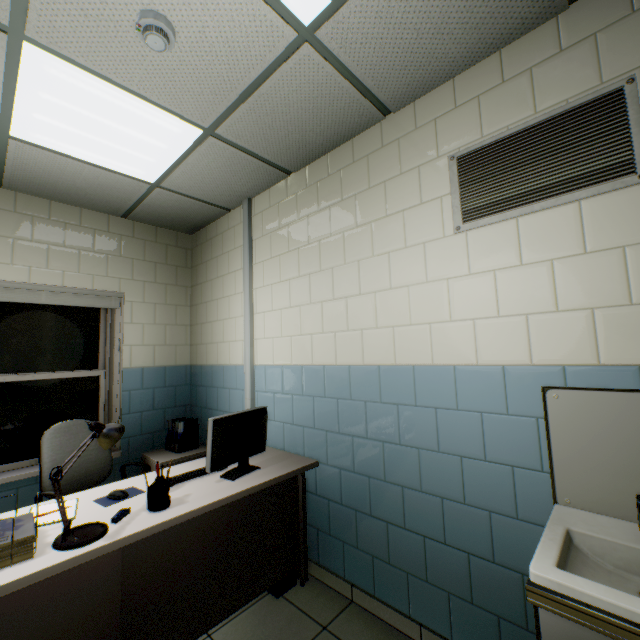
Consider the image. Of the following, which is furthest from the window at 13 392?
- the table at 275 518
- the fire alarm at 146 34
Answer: the fire alarm at 146 34

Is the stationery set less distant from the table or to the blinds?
the table

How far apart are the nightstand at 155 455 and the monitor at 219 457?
1.3m

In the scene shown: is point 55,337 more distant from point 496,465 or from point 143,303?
point 496,465

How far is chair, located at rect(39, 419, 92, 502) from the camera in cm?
236

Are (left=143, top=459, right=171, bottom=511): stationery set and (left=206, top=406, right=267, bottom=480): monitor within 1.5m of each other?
yes

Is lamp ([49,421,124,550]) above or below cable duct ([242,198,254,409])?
below

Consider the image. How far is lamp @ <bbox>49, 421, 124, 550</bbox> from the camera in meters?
1.4 m
